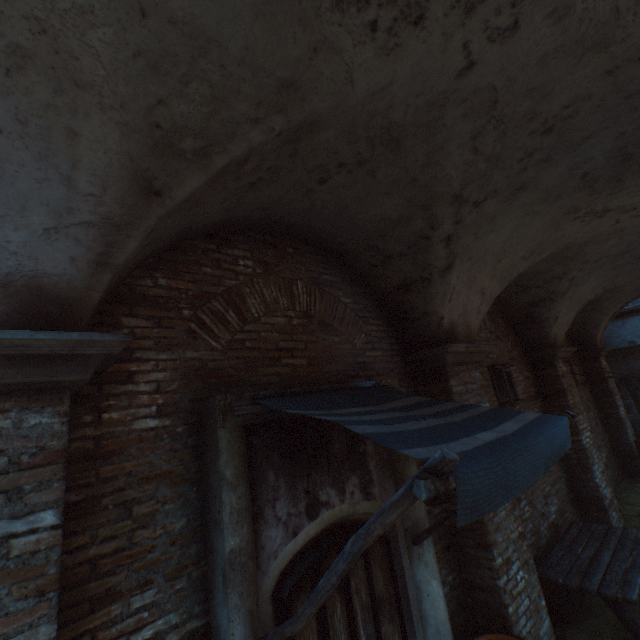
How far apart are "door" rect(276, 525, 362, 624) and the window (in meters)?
3.94

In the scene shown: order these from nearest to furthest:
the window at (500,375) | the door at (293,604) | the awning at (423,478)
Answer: the awning at (423,478), the door at (293,604), the window at (500,375)

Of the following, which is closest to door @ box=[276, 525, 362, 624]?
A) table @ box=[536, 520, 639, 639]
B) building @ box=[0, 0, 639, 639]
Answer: table @ box=[536, 520, 639, 639]

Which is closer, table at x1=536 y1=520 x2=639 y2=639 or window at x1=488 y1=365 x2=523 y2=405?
table at x1=536 y1=520 x2=639 y2=639

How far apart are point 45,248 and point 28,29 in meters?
0.9

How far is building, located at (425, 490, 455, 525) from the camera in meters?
4.0 m

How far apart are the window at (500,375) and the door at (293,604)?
3.94m

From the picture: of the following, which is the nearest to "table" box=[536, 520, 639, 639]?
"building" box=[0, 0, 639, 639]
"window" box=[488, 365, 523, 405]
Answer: "window" box=[488, 365, 523, 405]
